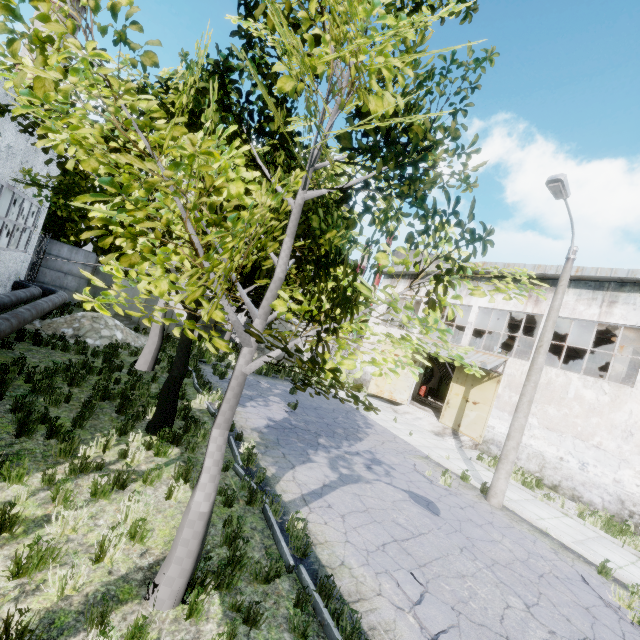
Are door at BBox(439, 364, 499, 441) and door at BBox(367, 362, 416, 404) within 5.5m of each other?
yes

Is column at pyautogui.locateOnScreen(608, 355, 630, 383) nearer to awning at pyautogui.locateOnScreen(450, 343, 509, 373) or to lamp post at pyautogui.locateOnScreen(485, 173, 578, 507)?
awning at pyautogui.locateOnScreen(450, 343, 509, 373)

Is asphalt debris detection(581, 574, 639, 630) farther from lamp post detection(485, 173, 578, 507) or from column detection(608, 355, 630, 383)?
column detection(608, 355, 630, 383)

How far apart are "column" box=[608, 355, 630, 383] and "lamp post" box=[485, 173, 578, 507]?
10.26m

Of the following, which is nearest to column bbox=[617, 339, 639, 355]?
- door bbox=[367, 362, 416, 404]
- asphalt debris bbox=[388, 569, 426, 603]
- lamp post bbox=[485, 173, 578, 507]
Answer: door bbox=[367, 362, 416, 404]

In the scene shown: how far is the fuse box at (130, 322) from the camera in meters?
19.0

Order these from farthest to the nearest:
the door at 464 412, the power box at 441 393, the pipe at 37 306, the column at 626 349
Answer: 1. the power box at 441 393
2. the door at 464 412
3. the column at 626 349
4. the pipe at 37 306

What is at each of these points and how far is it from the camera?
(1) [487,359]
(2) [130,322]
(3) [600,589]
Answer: (1) awning, 17.72m
(2) fuse box, 19.48m
(3) asphalt debris, 7.41m
